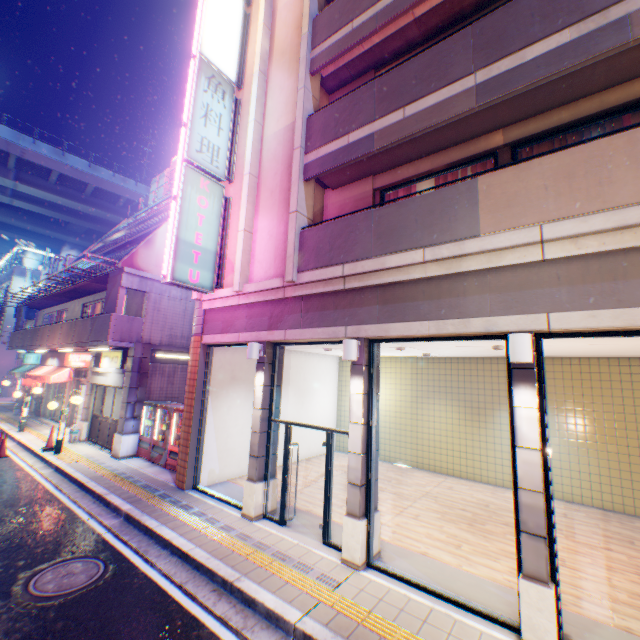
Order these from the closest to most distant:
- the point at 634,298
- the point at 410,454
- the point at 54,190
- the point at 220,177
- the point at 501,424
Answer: the point at 634,298, the point at 220,177, the point at 501,424, the point at 410,454, the point at 54,190

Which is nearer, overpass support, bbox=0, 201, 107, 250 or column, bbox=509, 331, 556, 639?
column, bbox=509, 331, 556, 639

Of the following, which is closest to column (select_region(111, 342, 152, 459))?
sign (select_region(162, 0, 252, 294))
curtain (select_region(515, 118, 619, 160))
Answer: sign (select_region(162, 0, 252, 294))

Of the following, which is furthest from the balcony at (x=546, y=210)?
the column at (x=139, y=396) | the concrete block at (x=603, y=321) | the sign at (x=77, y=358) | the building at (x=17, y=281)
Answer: the building at (x=17, y=281)

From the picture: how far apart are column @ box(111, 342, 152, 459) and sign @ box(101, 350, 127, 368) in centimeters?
45cm

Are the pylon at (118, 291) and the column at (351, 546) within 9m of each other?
no

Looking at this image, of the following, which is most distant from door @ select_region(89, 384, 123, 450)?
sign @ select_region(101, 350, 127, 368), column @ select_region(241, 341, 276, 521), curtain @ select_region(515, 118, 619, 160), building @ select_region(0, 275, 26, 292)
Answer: building @ select_region(0, 275, 26, 292)

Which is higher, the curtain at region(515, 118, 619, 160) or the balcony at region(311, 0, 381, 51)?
the balcony at region(311, 0, 381, 51)
